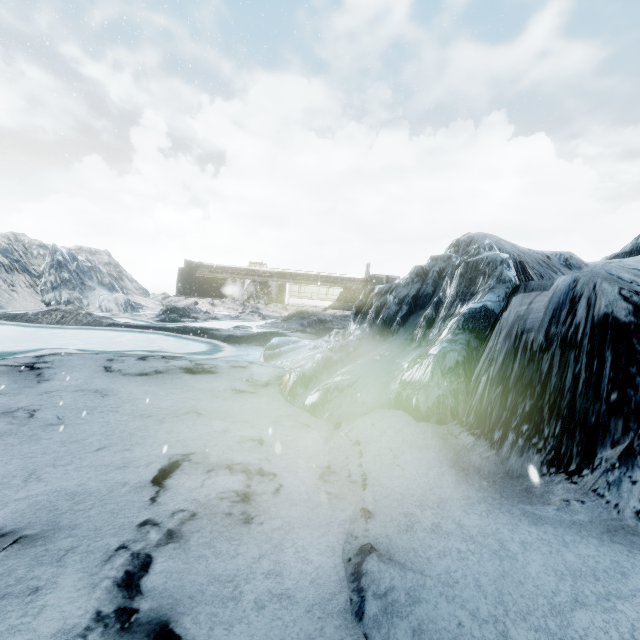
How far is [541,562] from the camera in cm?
273
